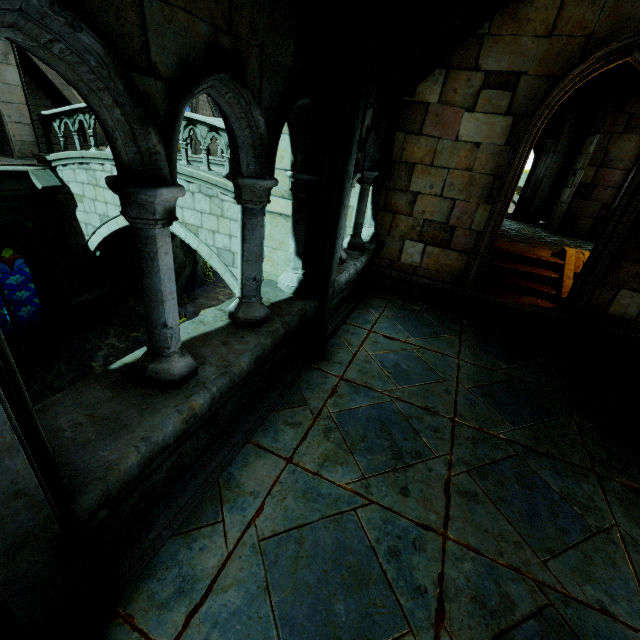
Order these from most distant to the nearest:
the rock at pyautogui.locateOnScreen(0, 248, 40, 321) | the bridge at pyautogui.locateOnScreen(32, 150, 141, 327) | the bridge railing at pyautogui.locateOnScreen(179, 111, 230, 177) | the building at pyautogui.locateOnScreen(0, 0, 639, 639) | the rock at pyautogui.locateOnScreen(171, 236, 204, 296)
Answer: the rock at pyautogui.locateOnScreen(0, 248, 40, 321) → the rock at pyautogui.locateOnScreen(171, 236, 204, 296) → the bridge at pyautogui.locateOnScreen(32, 150, 141, 327) → the bridge railing at pyautogui.locateOnScreen(179, 111, 230, 177) → the building at pyautogui.locateOnScreen(0, 0, 639, 639)

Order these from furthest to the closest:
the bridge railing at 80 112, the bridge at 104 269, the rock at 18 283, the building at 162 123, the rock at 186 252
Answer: the rock at 18 283
the rock at 186 252
the bridge at 104 269
the bridge railing at 80 112
the building at 162 123

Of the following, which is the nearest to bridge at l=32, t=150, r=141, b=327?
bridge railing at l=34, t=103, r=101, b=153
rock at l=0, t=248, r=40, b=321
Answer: bridge railing at l=34, t=103, r=101, b=153

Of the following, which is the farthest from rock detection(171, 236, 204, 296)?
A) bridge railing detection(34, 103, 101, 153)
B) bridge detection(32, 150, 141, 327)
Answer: bridge railing detection(34, 103, 101, 153)

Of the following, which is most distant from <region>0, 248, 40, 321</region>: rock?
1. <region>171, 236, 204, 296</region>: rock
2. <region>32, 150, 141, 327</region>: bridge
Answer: <region>32, 150, 141, 327</region>: bridge

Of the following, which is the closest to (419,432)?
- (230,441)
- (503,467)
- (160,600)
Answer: (503,467)

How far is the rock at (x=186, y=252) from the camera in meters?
14.5 m
